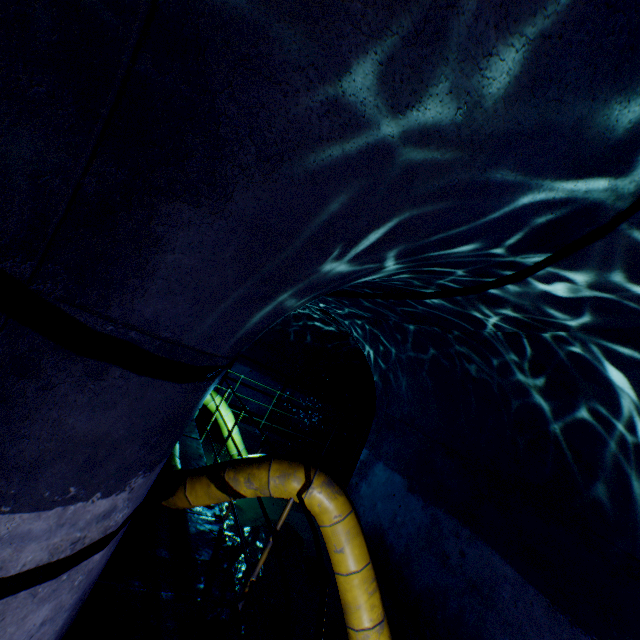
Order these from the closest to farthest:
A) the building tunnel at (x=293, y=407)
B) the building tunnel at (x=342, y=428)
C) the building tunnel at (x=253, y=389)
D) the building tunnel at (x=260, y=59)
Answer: the building tunnel at (x=260, y=59) < the building tunnel at (x=253, y=389) < the building tunnel at (x=293, y=407) < the building tunnel at (x=342, y=428)

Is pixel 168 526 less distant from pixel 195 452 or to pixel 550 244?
pixel 195 452

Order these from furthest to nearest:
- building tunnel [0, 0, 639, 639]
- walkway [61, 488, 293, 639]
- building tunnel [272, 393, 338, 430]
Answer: building tunnel [272, 393, 338, 430] → walkway [61, 488, 293, 639] → building tunnel [0, 0, 639, 639]

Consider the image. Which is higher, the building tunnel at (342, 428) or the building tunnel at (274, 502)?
the building tunnel at (342, 428)

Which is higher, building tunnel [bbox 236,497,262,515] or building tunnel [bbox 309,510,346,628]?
building tunnel [bbox 309,510,346,628]

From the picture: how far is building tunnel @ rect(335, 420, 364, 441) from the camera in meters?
12.5 m

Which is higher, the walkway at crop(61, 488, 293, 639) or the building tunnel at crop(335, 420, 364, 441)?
the building tunnel at crop(335, 420, 364, 441)
